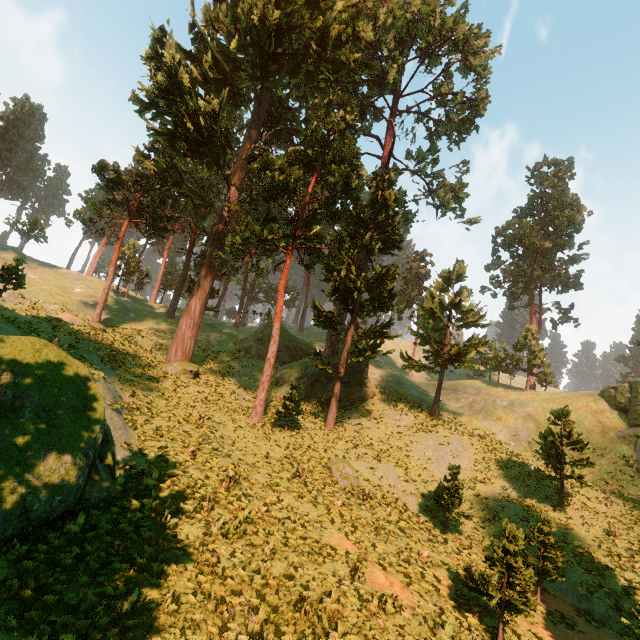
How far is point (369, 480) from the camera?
19.7m

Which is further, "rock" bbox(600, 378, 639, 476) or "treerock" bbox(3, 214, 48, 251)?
"treerock" bbox(3, 214, 48, 251)

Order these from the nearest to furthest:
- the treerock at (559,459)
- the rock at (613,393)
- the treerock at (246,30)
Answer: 1. the treerock at (559,459)
2. the treerock at (246,30)
3. the rock at (613,393)

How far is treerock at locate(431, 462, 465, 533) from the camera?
17.2 meters

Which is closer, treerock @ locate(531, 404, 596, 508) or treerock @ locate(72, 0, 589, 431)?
treerock @ locate(531, 404, 596, 508)

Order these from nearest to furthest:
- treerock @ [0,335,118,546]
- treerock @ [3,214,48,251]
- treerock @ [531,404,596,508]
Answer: treerock @ [0,335,118,546]
treerock @ [531,404,596,508]
treerock @ [3,214,48,251]

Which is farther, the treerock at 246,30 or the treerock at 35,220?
the treerock at 35,220
